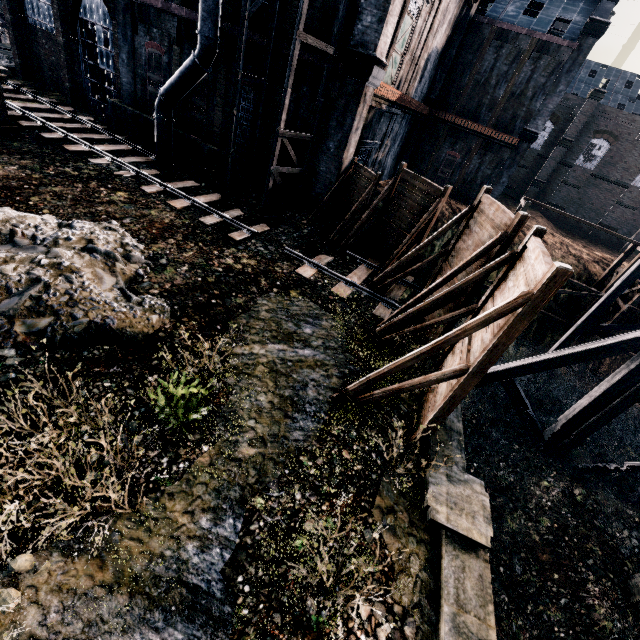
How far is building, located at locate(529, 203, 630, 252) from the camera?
43.7 meters

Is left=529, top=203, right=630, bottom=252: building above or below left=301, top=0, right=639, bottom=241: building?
below

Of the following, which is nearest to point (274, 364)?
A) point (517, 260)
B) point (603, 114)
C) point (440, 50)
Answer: A: point (517, 260)

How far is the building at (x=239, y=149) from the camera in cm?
1959

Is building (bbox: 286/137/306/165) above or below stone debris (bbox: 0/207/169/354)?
above

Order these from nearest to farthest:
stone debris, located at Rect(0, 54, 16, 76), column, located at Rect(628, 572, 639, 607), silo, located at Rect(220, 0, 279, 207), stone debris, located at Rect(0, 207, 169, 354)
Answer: stone debris, located at Rect(0, 207, 169, 354)
column, located at Rect(628, 572, 639, 607)
silo, located at Rect(220, 0, 279, 207)
stone debris, located at Rect(0, 54, 16, 76)

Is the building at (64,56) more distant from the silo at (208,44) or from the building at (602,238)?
the building at (602,238)

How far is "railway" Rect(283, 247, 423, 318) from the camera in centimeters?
1417cm
